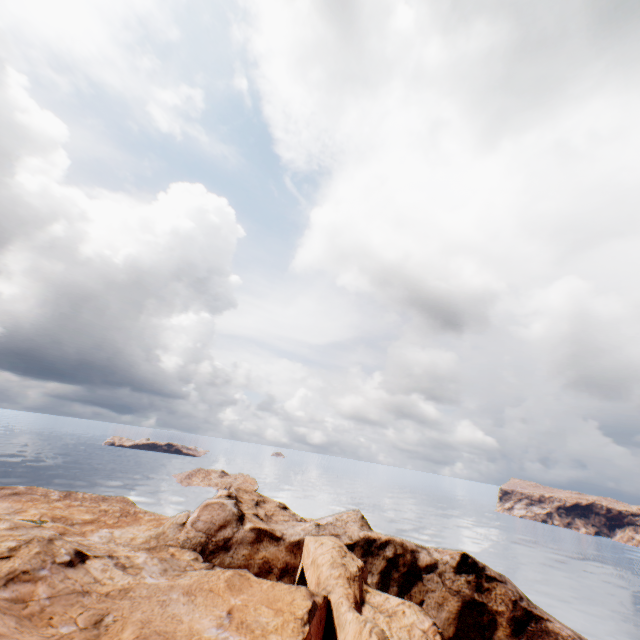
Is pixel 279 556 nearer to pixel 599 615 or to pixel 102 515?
pixel 102 515
